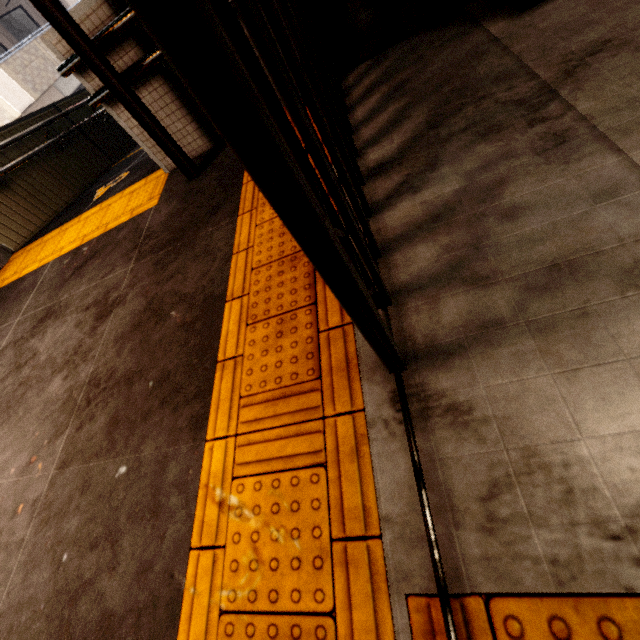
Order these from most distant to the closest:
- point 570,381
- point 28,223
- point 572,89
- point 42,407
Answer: point 28,223, point 42,407, point 572,89, point 570,381

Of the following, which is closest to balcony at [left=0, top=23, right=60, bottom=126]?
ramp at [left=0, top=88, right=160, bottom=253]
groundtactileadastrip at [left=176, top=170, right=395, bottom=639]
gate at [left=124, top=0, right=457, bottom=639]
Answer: ramp at [left=0, top=88, right=160, bottom=253]

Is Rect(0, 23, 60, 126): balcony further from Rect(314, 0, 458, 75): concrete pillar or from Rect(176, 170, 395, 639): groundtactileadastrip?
Rect(176, 170, 395, 639): groundtactileadastrip

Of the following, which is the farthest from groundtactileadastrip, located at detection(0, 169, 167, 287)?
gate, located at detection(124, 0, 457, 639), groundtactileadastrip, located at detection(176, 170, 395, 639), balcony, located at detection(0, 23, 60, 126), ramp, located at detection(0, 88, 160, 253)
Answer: A: balcony, located at detection(0, 23, 60, 126)

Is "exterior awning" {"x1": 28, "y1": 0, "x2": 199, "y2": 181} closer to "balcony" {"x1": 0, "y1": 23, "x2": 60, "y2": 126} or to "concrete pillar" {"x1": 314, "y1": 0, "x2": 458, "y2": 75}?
"concrete pillar" {"x1": 314, "y1": 0, "x2": 458, "y2": 75}

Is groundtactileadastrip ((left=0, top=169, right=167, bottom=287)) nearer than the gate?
No

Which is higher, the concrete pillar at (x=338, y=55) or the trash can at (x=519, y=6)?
the concrete pillar at (x=338, y=55)

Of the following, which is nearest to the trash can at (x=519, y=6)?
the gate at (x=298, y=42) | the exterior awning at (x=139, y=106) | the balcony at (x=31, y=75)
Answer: the gate at (x=298, y=42)
